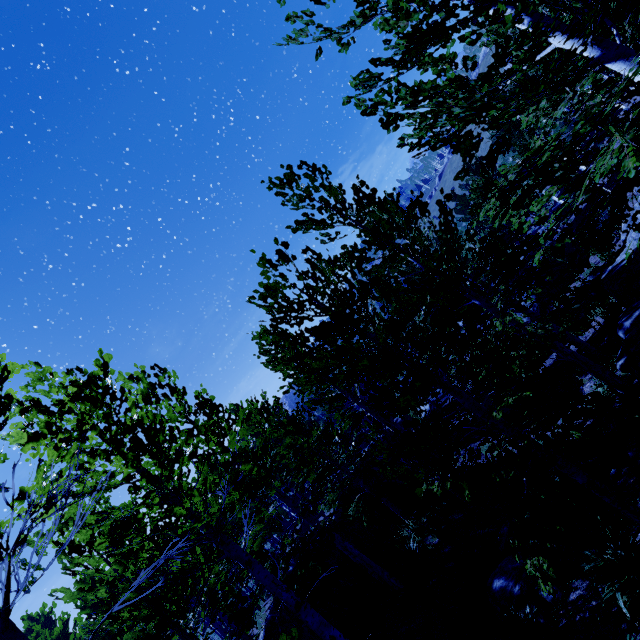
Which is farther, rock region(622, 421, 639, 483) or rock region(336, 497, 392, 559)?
rock region(336, 497, 392, 559)

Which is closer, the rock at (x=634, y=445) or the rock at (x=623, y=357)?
the rock at (x=634, y=445)

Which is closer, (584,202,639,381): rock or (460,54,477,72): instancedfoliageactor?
(460,54,477,72): instancedfoliageactor

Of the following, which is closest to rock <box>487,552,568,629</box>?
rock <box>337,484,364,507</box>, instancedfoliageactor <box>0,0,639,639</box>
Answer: instancedfoliageactor <box>0,0,639,639</box>

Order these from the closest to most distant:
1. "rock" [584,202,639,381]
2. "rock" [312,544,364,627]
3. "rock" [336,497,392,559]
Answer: "rock" [584,202,639,381], "rock" [312,544,364,627], "rock" [336,497,392,559]

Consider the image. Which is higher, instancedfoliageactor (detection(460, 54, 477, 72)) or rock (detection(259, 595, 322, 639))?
instancedfoliageactor (detection(460, 54, 477, 72))

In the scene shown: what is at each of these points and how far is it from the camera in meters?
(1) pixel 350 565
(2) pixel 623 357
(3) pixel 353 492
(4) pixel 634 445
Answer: (1) rock, 14.4
(2) rock, 8.6
(3) rock, 18.1
(4) rock, 6.8

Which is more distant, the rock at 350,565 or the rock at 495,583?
the rock at 350,565
